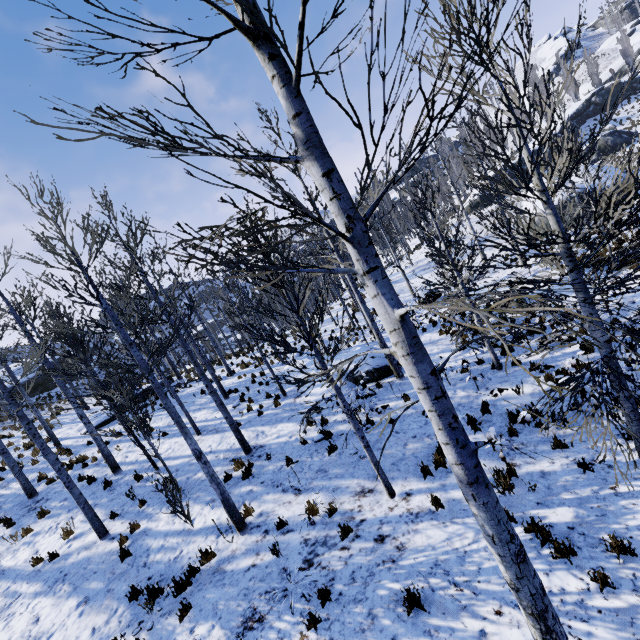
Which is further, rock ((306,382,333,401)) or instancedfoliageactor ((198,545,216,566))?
rock ((306,382,333,401))

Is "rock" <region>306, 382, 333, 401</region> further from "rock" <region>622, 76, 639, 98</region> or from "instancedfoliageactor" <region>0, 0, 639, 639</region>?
"rock" <region>622, 76, 639, 98</region>

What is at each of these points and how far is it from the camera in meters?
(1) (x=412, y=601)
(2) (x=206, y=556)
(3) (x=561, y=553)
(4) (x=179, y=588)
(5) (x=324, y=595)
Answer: (1) instancedfoliageactor, 4.6 m
(2) instancedfoliageactor, 6.8 m
(3) instancedfoliageactor, 4.4 m
(4) instancedfoliageactor, 6.2 m
(5) instancedfoliageactor, 5.1 m

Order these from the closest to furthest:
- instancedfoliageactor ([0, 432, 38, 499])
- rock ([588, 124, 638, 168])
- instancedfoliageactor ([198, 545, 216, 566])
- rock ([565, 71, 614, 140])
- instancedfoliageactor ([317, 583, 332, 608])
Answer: instancedfoliageactor ([317, 583, 332, 608]) → instancedfoliageactor ([198, 545, 216, 566]) → instancedfoliageactor ([0, 432, 38, 499]) → rock ([588, 124, 638, 168]) → rock ([565, 71, 614, 140])

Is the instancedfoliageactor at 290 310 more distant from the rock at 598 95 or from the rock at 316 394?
the rock at 316 394

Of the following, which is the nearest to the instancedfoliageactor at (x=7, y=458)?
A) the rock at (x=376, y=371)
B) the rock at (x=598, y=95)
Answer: the rock at (x=598, y=95)

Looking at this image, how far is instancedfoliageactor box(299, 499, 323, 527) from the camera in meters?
6.8 m
